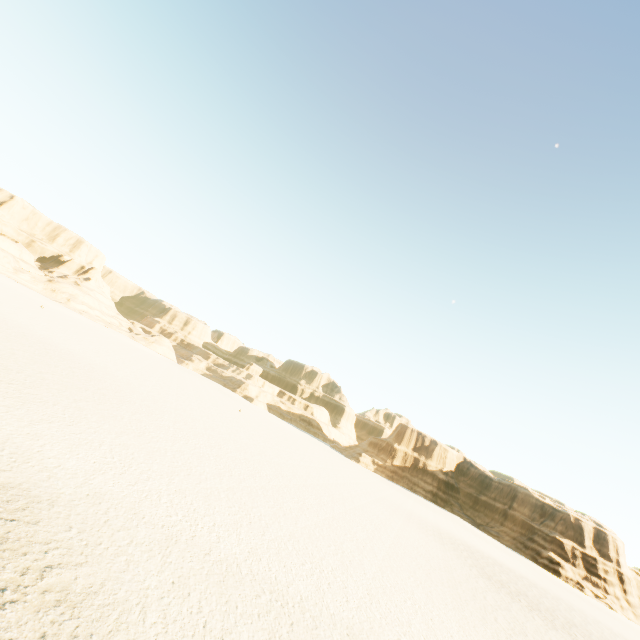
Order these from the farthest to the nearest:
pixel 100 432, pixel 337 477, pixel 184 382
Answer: pixel 184 382, pixel 337 477, pixel 100 432
